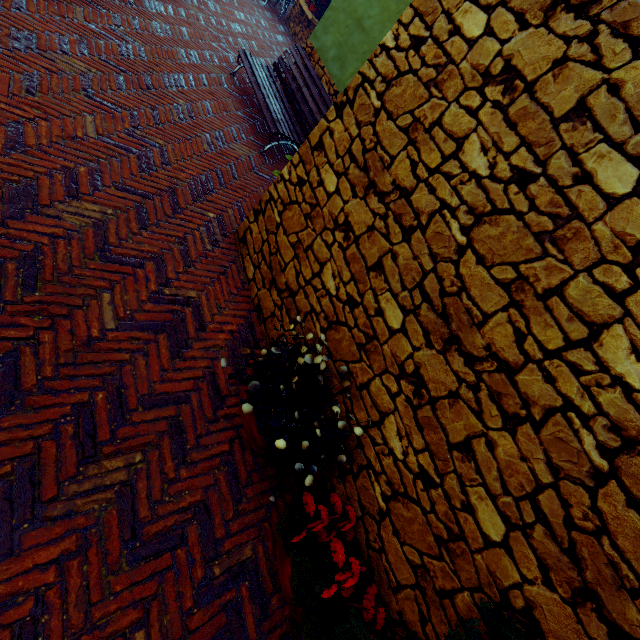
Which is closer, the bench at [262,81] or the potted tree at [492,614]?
the potted tree at [492,614]

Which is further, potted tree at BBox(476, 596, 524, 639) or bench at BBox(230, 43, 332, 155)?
bench at BBox(230, 43, 332, 155)

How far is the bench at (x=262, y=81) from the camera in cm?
496

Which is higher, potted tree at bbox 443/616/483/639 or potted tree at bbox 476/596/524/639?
potted tree at bbox 476/596/524/639

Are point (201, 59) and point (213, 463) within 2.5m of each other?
no
